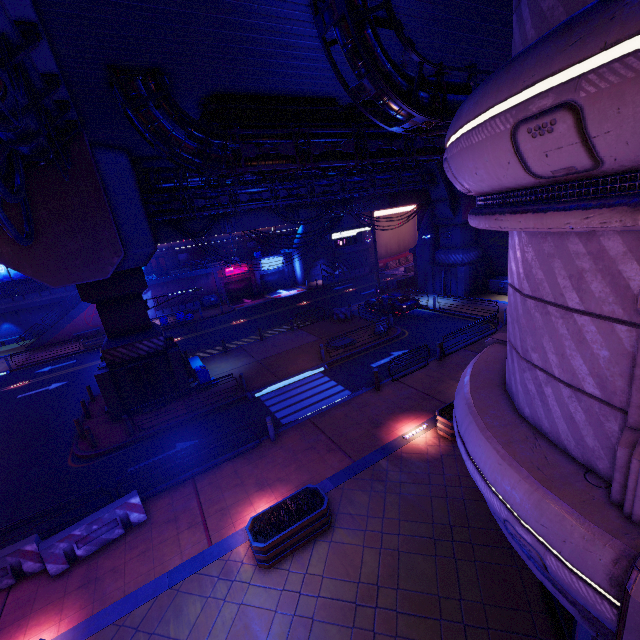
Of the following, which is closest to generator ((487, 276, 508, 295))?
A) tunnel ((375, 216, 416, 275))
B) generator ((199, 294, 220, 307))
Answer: tunnel ((375, 216, 416, 275))

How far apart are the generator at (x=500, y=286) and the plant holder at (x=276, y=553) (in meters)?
23.70

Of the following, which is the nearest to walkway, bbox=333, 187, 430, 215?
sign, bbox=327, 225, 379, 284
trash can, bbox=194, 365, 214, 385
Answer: sign, bbox=327, 225, 379, 284

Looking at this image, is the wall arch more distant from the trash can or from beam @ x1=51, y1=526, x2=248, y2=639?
the trash can

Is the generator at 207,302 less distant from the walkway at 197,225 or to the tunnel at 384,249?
the walkway at 197,225

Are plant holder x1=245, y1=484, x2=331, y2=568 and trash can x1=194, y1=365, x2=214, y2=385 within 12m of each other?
yes

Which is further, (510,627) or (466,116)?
(510,627)

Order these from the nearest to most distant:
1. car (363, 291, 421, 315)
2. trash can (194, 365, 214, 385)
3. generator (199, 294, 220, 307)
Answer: trash can (194, 365, 214, 385) → car (363, 291, 421, 315) → generator (199, 294, 220, 307)
